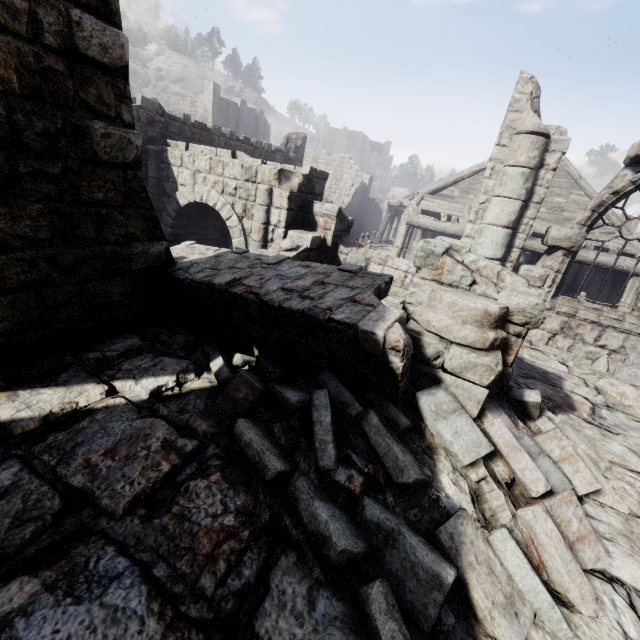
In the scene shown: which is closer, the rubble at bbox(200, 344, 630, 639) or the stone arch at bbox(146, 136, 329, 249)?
the rubble at bbox(200, 344, 630, 639)

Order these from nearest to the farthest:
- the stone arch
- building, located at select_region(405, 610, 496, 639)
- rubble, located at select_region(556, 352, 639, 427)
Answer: building, located at select_region(405, 610, 496, 639)
rubble, located at select_region(556, 352, 639, 427)
the stone arch

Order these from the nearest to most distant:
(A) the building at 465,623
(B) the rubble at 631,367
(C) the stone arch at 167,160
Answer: (A) the building at 465,623, (B) the rubble at 631,367, (C) the stone arch at 167,160

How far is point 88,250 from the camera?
4.0m

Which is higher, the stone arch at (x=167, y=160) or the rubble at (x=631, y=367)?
the stone arch at (x=167, y=160)

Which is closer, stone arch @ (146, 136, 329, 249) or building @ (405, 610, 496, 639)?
building @ (405, 610, 496, 639)

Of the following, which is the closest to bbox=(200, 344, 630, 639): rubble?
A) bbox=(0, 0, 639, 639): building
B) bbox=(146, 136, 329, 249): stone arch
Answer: bbox=(0, 0, 639, 639): building
